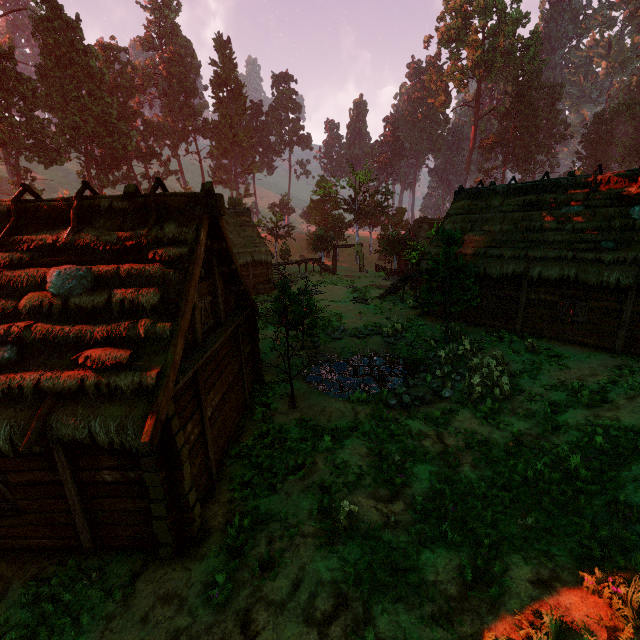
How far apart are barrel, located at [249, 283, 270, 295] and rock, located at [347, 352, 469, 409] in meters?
18.2

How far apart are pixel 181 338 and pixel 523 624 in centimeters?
762cm

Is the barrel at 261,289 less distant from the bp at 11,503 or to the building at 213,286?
the building at 213,286

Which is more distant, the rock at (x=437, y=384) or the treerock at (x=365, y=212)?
the treerock at (x=365, y=212)

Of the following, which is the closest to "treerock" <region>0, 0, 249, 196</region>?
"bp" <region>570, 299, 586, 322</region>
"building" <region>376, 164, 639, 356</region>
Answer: "building" <region>376, 164, 639, 356</region>

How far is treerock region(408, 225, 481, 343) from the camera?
16.2 meters

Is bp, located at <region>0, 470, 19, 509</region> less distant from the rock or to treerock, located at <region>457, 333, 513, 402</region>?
treerock, located at <region>457, 333, 513, 402</region>

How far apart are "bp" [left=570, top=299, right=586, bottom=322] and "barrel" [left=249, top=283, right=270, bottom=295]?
21.9m
